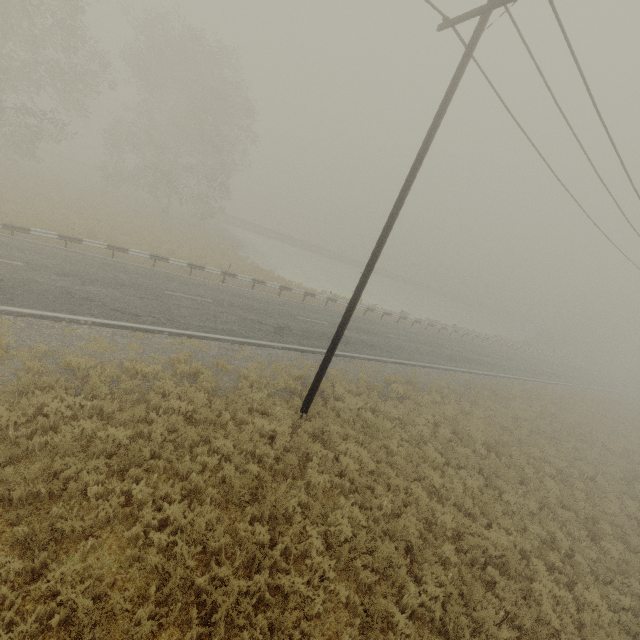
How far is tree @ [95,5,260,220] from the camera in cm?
2711

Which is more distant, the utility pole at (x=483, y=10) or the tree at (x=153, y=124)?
the tree at (x=153, y=124)

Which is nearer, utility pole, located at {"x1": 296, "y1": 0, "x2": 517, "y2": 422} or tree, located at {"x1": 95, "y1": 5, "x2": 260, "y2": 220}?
utility pole, located at {"x1": 296, "y1": 0, "x2": 517, "y2": 422}

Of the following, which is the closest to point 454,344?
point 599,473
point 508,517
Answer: point 599,473

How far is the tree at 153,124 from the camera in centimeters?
2711cm
